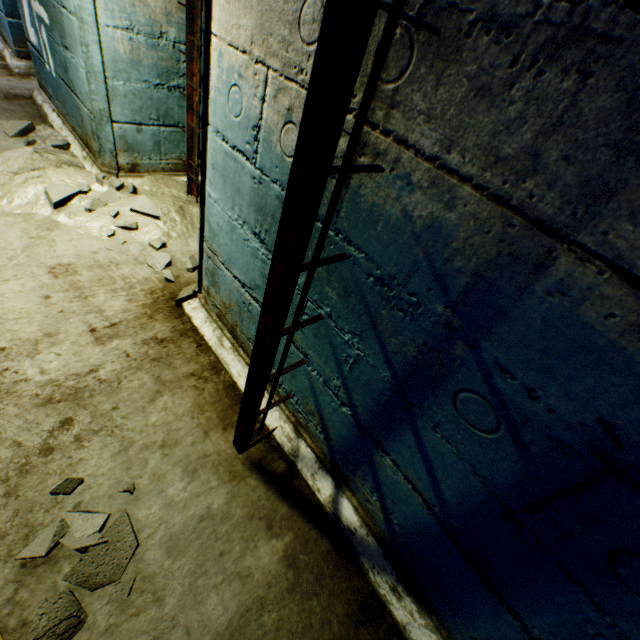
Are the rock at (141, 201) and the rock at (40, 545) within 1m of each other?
no

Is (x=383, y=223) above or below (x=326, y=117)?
below

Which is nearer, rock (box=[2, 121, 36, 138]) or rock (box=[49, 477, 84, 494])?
rock (box=[49, 477, 84, 494])

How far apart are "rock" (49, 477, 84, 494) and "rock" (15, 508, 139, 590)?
0.1m

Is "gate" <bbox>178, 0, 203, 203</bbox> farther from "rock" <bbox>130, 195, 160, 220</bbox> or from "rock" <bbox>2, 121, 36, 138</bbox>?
"rock" <bbox>2, 121, 36, 138</bbox>

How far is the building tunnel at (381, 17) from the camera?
0.80m

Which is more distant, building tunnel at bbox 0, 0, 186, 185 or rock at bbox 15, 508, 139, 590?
building tunnel at bbox 0, 0, 186, 185
